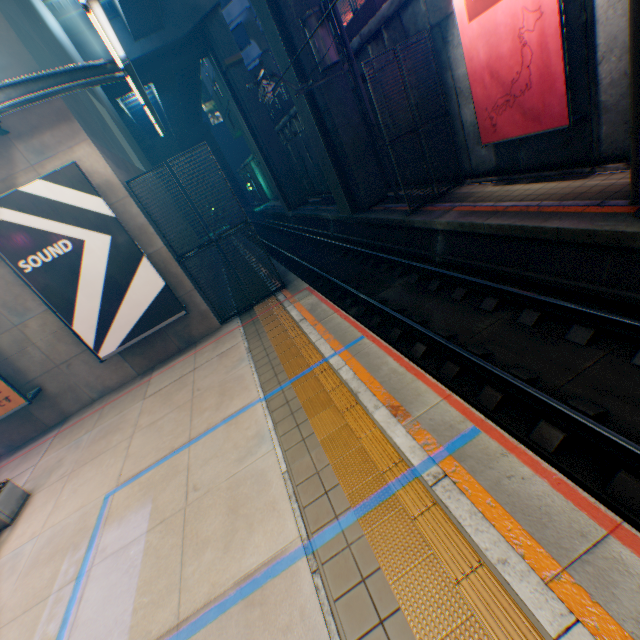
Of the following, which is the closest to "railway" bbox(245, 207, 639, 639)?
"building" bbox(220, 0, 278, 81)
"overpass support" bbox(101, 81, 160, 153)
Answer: "building" bbox(220, 0, 278, 81)

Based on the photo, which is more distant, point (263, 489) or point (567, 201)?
point (567, 201)

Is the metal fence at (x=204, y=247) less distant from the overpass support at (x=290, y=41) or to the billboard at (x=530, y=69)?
the overpass support at (x=290, y=41)

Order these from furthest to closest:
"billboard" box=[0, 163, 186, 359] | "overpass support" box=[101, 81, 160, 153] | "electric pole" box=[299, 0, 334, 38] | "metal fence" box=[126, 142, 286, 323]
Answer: "overpass support" box=[101, 81, 160, 153]
"electric pole" box=[299, 0, 334, 38]
"metal fence" box=[126, 142, 286, 323]
"billboard" box=[0, 163, 186, 359]

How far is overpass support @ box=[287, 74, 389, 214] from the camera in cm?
1359

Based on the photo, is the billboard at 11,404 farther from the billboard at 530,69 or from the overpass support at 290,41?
the billboard at 530,69

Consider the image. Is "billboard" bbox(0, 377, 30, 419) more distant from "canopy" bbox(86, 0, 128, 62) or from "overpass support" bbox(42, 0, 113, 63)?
"overpass support" bbox(42, 0, 113, 63)

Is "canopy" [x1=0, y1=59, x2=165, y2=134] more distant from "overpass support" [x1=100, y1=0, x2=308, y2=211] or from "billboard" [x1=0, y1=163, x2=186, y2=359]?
"overpass support" [x1=100, y1=0, x2=308, y2=211]
